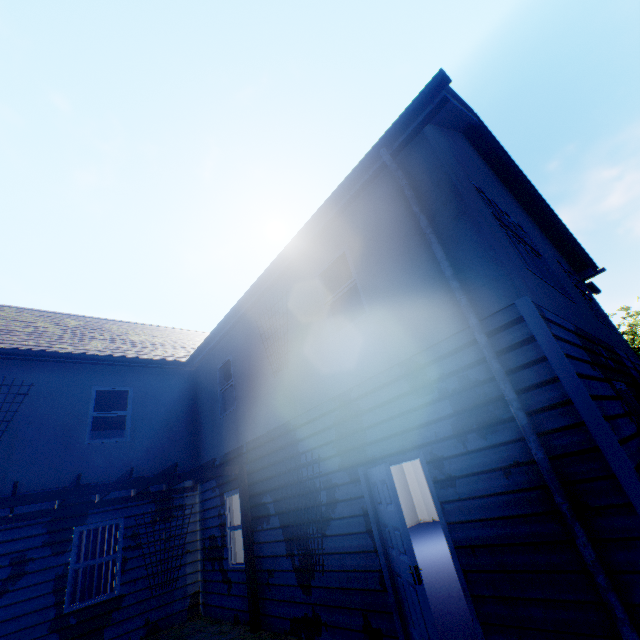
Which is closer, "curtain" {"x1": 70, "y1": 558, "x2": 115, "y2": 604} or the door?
the door

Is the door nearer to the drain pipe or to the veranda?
the drain pipe

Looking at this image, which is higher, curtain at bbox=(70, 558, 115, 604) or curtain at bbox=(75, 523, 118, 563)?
curtain at bbox=(75, 523, 118, 563)

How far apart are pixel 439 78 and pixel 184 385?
10.6m

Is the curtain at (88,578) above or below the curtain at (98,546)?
below

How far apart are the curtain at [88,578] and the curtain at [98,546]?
0.1 meters

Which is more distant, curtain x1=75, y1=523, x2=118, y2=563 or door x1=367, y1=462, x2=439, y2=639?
curtain x1=75, y1=523, x2=118, y2=563

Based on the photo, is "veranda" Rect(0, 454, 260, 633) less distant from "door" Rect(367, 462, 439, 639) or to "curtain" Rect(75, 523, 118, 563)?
"curtain" Rect(75, 523, 118, 563)
